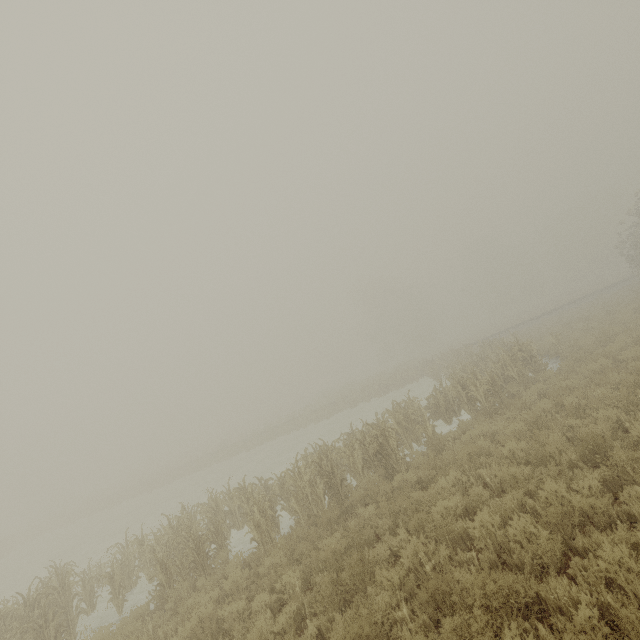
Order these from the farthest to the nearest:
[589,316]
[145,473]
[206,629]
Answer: [145,473] → [589,316] → [206,629]
